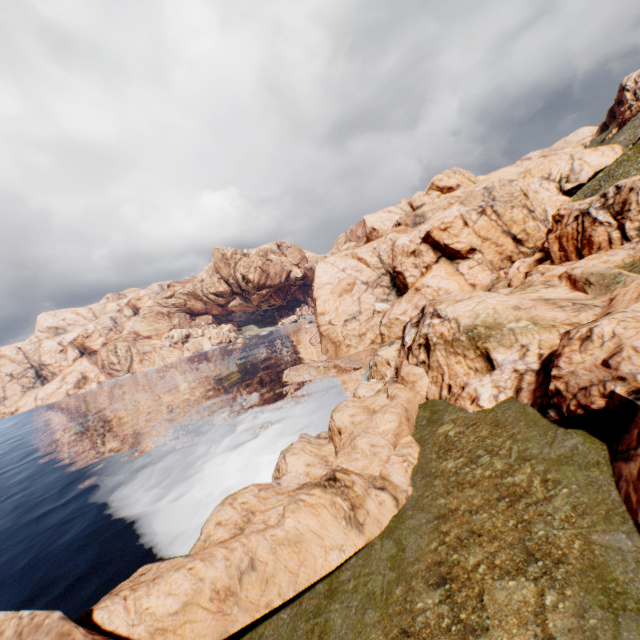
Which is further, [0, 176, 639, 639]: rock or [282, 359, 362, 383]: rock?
[282, 359, 362, 383]: rock

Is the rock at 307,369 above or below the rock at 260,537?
below

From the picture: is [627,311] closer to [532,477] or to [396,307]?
[532,477]

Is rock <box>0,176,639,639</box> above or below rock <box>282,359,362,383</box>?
above

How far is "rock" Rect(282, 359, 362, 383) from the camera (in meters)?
48.53

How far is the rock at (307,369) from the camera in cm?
4853
